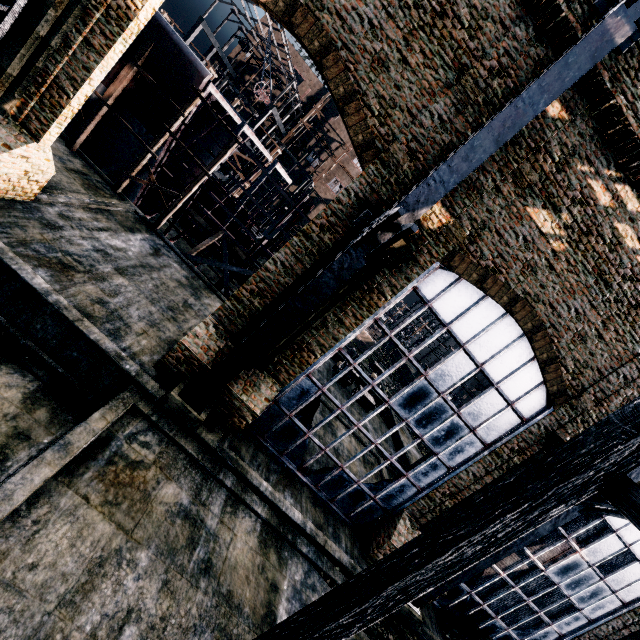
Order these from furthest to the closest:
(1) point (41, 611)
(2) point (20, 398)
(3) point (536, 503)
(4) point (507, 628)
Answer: (4) point (507, 628), (2) point (20, 398), (1) point (41, 611), (3) point (536, 503)

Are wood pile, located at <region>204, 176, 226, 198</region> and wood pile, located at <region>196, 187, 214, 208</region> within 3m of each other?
yes

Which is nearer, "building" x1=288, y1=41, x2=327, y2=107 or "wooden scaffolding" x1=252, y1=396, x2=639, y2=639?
"wooden scaffolding" x1=252, y1=396, x2=639, y2=639

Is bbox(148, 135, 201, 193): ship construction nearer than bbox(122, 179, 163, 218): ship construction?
Yes

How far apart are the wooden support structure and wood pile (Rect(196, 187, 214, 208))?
9.26m

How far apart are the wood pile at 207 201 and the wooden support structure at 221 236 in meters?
9.3

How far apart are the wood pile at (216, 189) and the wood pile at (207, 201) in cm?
34

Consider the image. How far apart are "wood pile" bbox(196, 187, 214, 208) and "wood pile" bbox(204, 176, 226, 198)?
0.3 meters
